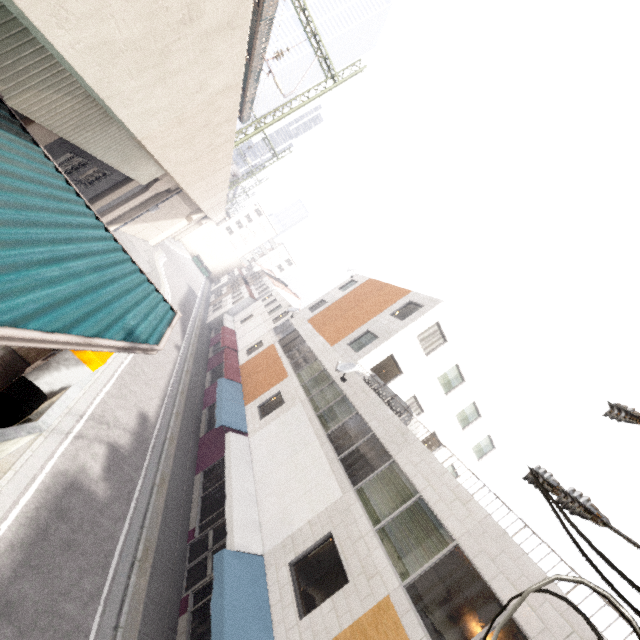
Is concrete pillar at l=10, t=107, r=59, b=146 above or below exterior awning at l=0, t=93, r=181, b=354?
below

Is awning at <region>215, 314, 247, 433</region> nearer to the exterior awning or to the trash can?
the exterior awning

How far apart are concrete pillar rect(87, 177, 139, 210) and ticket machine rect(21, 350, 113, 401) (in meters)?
14.07

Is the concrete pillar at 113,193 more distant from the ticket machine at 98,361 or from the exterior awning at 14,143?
the ticket machine at 98,361

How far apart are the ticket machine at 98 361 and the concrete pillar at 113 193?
14.1m

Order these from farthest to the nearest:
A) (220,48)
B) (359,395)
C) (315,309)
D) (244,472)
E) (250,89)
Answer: (315,309), (250,89), (359,395), (244,472), (220,48)

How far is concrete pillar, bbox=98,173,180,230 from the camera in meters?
21.8

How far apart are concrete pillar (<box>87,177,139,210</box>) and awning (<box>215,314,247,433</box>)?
11.89m
